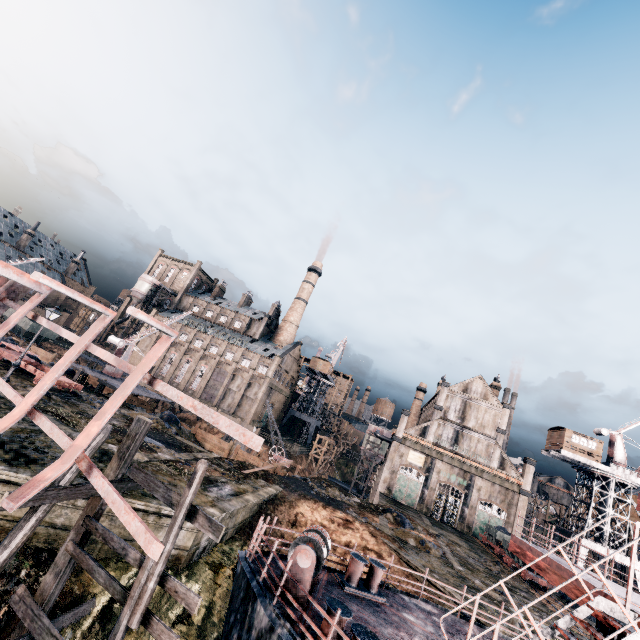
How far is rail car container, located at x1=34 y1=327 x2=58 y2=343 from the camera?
56.1 meters

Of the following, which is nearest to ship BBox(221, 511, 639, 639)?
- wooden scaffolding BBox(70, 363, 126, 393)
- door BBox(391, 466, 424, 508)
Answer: wooden scaffolding BBox(70, 363, 126, 393)

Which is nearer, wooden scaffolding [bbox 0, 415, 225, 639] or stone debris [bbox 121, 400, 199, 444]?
wooden scaffolding [bbox 0, 415, 225, 639]

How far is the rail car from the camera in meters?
29.6

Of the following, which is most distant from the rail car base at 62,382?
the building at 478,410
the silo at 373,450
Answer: the silo at 373,450

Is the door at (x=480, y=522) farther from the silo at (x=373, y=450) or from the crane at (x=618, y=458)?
the silo at (x=373, y=450)

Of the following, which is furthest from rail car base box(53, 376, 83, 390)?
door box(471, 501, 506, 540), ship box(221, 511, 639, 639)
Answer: door box(471, 501, 506, 540)

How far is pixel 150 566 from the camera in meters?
7.4 m
